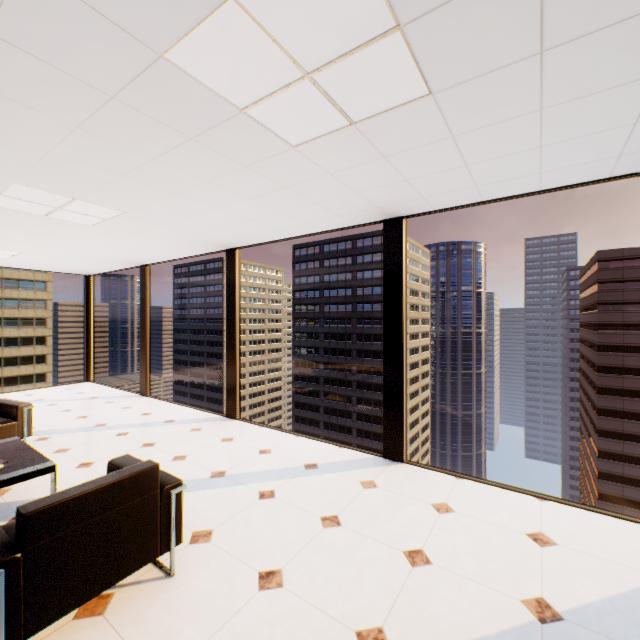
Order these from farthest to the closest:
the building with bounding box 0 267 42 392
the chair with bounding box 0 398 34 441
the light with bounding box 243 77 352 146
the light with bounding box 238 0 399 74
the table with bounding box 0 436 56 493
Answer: the building with bounding box 0 267 42 392 < the chair with bounding box 0 398 34 441 < the table with bounding box 0 436 56 493 < the light with bounding box 243 77 352 146 < the light with bounding box 238 0 399 74

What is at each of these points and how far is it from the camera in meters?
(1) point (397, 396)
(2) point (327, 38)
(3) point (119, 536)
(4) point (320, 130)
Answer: (1) window, 3.9 m
(2) light, 1.4 m
(3) chair, 1.9 m
(4) light, 2.1 m

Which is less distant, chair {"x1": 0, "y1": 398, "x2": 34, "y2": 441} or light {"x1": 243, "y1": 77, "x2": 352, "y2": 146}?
light {"x1": 243, "y1": 77, "x2": 352, "y2": 146}

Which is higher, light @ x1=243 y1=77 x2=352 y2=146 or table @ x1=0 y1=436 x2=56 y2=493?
light @ x1=243 y1=77 x2=352 y2=146

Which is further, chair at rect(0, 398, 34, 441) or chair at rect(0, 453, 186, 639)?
chair at rect(0, 398, 34, 441)

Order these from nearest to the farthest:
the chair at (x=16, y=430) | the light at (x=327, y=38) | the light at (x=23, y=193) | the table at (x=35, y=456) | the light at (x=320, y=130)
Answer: the light at (x=327, y=38) → the light at (x=320, y=130) → the table at (x=35, y=456) → the light at (x=23, y=193) → the chair at (x=16, y=430)

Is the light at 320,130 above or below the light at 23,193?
below

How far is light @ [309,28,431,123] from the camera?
1.5m
